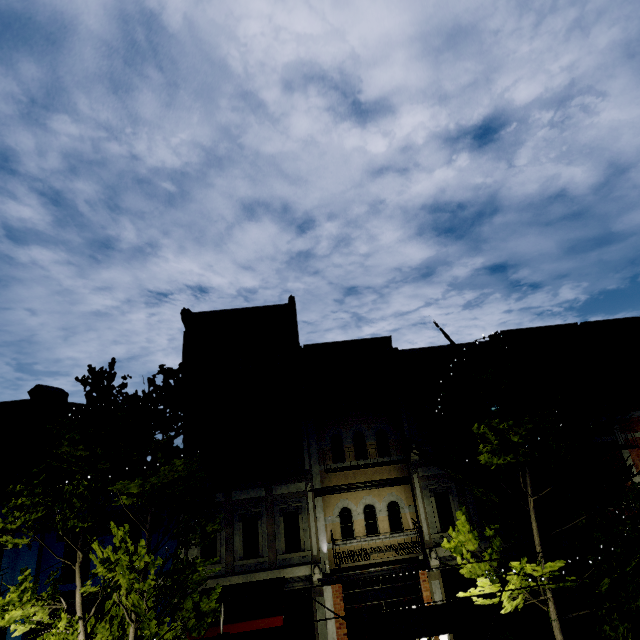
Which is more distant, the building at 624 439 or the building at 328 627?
the building at 624 439

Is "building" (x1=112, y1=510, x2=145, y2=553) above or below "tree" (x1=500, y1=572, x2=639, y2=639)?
above

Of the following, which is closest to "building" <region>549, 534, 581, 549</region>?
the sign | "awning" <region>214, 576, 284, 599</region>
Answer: "awning" <region>214, 576, 284, 599</region>

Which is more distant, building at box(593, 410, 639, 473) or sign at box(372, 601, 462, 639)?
building at box(593, 410, 639, 473)

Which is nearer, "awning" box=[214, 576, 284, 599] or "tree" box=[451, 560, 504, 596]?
"tree" box=[451, 560, 504, 596]

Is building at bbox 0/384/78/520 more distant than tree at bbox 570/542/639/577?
Yes

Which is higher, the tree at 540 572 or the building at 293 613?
the tree at 540 572

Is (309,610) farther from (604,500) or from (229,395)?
(604,500)
